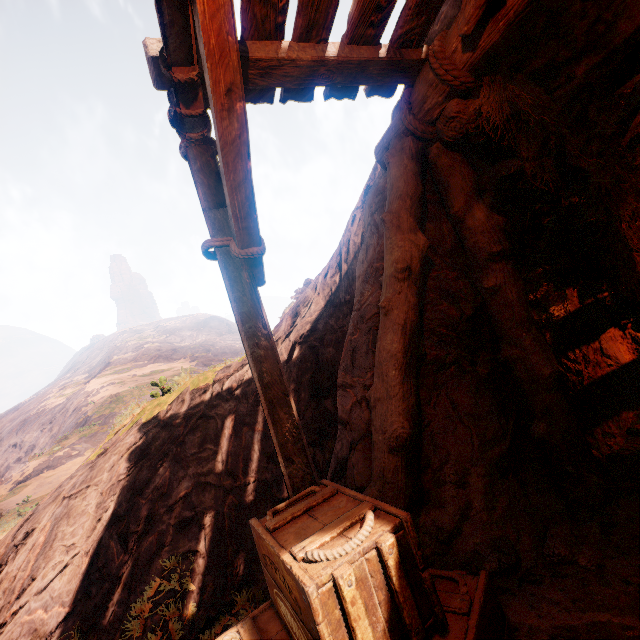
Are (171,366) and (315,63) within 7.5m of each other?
no

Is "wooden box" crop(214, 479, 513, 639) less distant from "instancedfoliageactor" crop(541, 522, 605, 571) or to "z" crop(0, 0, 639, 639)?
"z" crop(0, 0, 639, 639)

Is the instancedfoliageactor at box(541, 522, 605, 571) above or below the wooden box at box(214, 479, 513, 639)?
below

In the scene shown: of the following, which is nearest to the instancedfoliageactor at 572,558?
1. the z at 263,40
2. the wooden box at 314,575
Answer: the z at 263,40

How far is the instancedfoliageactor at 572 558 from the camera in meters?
2.3

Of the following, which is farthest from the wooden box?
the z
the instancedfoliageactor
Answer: the instancedfoliageactor
